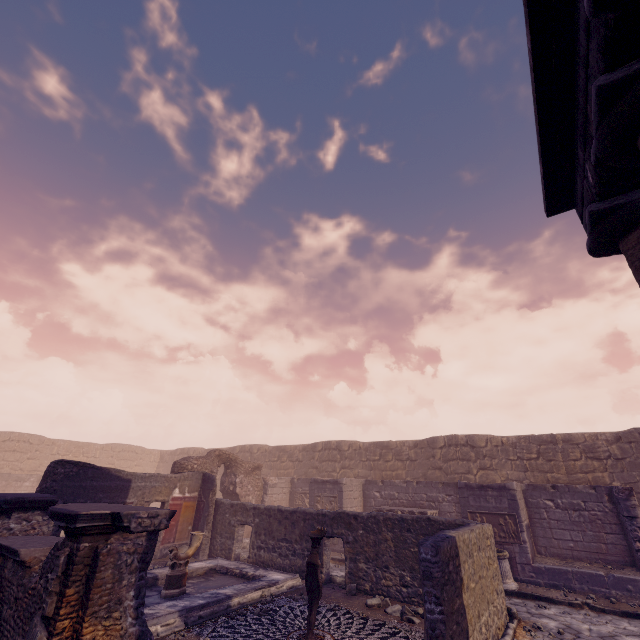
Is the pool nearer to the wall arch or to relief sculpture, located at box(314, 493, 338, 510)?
the wall arch

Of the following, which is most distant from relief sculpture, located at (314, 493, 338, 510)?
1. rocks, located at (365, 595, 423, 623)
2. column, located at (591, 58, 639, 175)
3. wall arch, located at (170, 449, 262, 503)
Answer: column, located at (591, 58, 639, 175)

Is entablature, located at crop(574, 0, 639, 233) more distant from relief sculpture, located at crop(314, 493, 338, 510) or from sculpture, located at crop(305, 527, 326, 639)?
relief sculpture, located at crop(314, 493, 338, 510)

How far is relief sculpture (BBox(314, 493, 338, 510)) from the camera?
14.5 meters

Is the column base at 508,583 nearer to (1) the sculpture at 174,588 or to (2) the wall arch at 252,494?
(1) the sculpture at 174,588

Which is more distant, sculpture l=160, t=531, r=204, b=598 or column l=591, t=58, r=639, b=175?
sculpture l=160, t=531, r=204, b=598

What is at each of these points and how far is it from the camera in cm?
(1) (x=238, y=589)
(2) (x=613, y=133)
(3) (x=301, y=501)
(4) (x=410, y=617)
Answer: (1) pool, 791
(2) column, 365
(3) relief sculpture, 1741
(4) rocks, 694

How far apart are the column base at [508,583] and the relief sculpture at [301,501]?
8.25m
